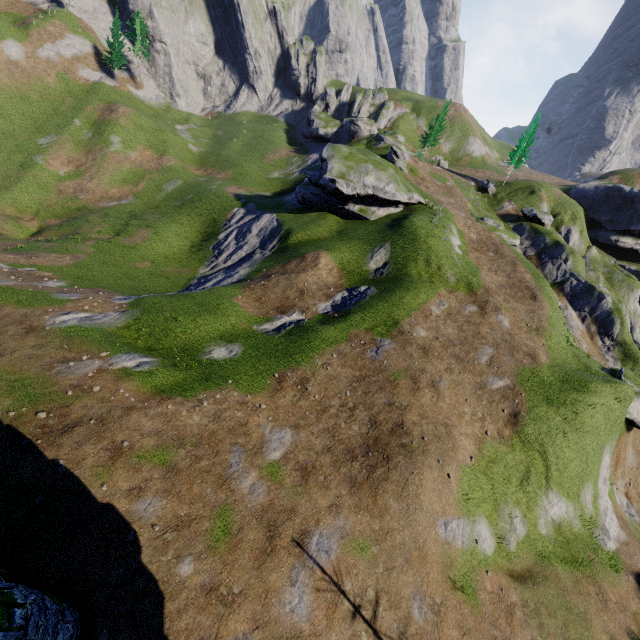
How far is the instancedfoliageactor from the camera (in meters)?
55.88

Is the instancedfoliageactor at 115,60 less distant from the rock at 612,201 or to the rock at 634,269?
the rock at 612,201

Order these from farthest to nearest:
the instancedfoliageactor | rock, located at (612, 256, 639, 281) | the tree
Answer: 1. the instancedfoliageactor
2. rock, located at (612, 256, 639, 281)
3. the tree

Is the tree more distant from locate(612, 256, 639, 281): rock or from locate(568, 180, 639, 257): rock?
locate(612, 256, 639, 281): rock

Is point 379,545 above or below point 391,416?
below

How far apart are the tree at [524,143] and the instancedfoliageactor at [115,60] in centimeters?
6904cm

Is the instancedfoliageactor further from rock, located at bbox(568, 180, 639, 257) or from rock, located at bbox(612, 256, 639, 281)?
rock, located at bbox(612, 256, 639, 281)
